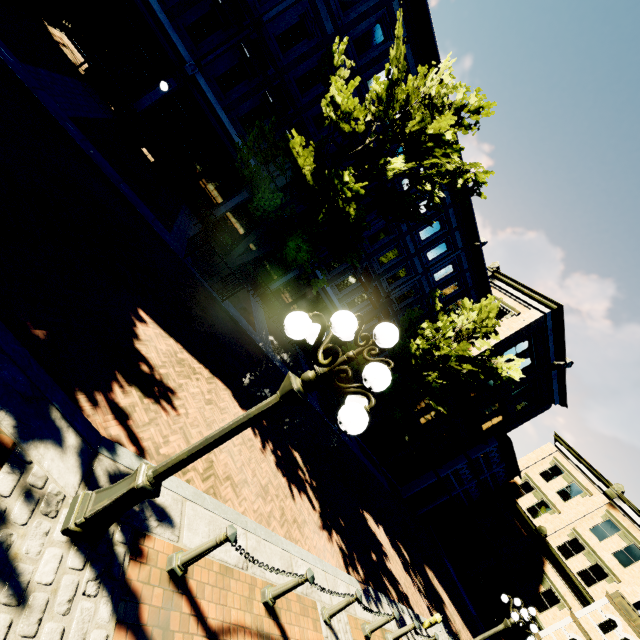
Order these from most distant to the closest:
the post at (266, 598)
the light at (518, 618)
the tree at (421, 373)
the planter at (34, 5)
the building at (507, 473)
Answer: the building at (507, 473), the tree at (421, 373), the light at (518, 618), the planter at (34, 5), the post at (266, 598)

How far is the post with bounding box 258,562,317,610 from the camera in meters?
4.6

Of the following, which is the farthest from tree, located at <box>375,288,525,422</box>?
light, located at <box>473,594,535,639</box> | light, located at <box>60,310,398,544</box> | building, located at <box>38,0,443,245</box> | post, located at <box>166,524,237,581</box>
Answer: light, located at <box>473,594,535,639</box>

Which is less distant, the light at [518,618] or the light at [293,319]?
the light at [293,319]

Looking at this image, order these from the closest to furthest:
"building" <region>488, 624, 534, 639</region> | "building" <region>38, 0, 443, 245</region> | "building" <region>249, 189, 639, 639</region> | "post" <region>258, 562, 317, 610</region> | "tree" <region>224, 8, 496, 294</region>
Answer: "post" <region>258, 562, 317, 610</region> → "tree" <region>224, 8, 496, 294</region> → "building" <region>38, 0, 443, 245</region> → "building" <region>249, 189, 639, 639</region> → "building" <region>488, 624, 534, 639</region>

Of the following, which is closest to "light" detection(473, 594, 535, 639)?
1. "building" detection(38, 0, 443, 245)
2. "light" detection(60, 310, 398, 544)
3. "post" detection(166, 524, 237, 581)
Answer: "building" detection(38, 0, 443, 245)

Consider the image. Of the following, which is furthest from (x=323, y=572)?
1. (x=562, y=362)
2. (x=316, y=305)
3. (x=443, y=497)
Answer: (x=443, y=497)

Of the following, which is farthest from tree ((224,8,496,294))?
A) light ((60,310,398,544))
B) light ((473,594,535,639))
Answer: light ((473,594,535,639))
